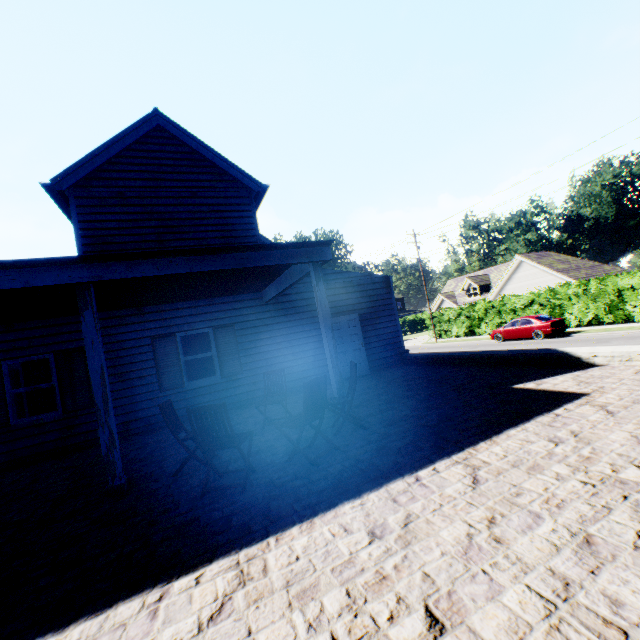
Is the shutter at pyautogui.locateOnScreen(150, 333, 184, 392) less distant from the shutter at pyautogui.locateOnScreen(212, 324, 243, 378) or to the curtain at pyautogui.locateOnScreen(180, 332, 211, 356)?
the curtain at pyautogui.locateOnScreen(180, 332, 211, 356)

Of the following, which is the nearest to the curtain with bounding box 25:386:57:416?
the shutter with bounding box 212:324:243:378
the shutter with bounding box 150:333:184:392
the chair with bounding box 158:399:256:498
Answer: the shutter with bounding box 150:333:184:392

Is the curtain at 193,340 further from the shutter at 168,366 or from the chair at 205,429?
the chair at 205,429

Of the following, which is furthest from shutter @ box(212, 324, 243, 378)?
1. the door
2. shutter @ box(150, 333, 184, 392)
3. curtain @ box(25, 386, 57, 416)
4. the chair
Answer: the chair

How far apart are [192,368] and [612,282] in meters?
26.0 m

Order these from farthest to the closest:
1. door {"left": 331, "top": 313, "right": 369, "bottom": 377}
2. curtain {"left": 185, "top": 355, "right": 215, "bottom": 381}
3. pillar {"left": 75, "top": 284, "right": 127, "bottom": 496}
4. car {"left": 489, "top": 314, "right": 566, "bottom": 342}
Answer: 1. car {"left": 489, "top": 314, "right": 566, "bottom": 342}
2. door {"left": 331, "top": 313, "right": 369, "bottom": 377}
3. curtain {"left": 185, "top": 355, "right": 215, "bottom": 381}
4. pillar {"left": 75, "top": 284, "right": 127, "bottom": 496}

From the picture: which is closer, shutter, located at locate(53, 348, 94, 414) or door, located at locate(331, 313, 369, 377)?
shutter, located at locate(53, 348, 94, 414)

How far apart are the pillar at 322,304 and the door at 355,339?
5.0 meters
